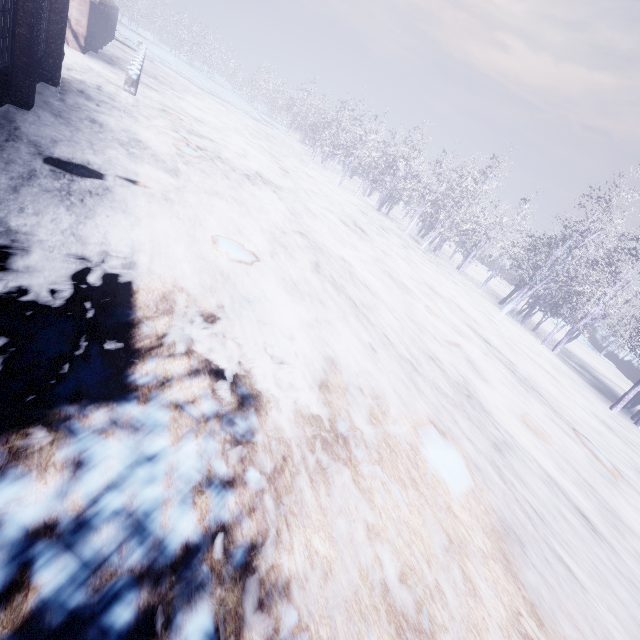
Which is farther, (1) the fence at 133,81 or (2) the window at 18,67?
(1) the fence at 133,81

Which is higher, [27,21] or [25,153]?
[27,21]

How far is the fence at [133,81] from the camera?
13.23m

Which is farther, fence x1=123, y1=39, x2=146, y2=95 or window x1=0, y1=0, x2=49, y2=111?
fence x1=123, y1=39, x2=146, y2=95

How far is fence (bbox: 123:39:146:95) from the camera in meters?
13.2 m
